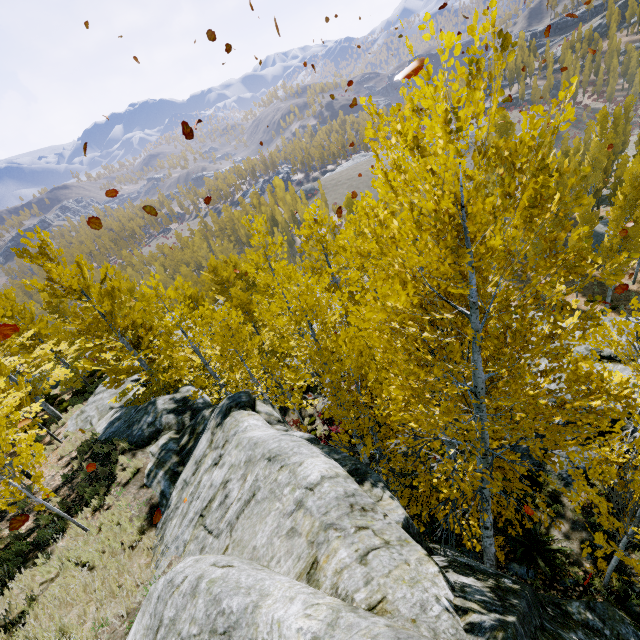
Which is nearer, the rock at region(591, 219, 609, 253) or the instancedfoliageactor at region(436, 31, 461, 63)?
the instancedfoliageactor at region(436, 31, 461, 63)

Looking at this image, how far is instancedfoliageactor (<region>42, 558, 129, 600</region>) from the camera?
6.75m

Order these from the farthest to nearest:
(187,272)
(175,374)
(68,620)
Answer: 1. (187,272)
2. (175,374)
3. (68,620)

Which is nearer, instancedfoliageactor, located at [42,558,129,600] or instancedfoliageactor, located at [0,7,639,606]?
instancedfoliageactor, located at [0,7,639,606]

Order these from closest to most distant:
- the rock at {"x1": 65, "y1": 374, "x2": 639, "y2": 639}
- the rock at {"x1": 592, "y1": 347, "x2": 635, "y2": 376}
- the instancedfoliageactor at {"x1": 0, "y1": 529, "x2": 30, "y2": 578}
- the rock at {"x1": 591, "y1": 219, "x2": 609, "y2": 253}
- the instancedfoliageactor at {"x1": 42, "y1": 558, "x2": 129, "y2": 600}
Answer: the rock at {"x1": 65, "y1": 374, "x2": 639, "y2": 639}
the instancedfoliageactor at {"x1": 42, "y1": 558, "x2": 129, "y2": 600}
the instancedfoliageactor at {"x1": 0, "y1": 529, "x2": 30, "y2": 578}
the rock at {"x1": 592, "y1": 347, "x2": 635, "y2": 376}
the rock at {"x1": 591, "y1": 219, "x2": 609, "y2": 253}

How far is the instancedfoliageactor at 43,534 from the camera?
8.8m

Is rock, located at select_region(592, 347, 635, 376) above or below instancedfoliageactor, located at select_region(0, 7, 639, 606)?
above

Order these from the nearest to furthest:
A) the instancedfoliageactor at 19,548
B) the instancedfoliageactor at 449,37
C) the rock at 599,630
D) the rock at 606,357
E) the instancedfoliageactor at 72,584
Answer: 1. the instancedfoliageactor at 449,37
2. the rock at 599,630
3. the instancedfoliageactor at 72,584
4. the instancedfoliageactor at 19,548
5. the rock at 606,357
